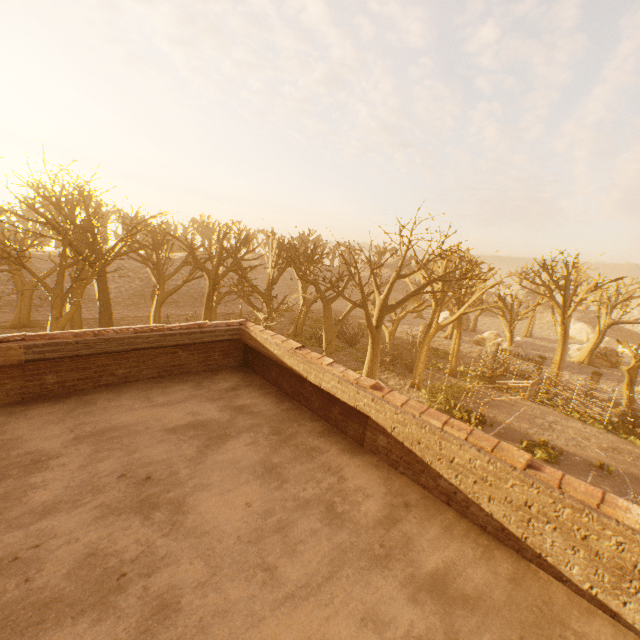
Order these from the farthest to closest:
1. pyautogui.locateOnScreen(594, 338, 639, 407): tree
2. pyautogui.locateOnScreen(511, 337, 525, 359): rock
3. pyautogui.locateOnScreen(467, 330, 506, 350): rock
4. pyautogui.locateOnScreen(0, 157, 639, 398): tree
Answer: pyautogui.locateOnScreen(467, 330, 506, 350): rock
pyautogui.locateOnScreen(511, 337, 525, 359): rock
pyautogui.locateOnScreen(594, 338, 639, 407): tree
pyautogui.locateOnScreen(0, 157, 639, 398): tree

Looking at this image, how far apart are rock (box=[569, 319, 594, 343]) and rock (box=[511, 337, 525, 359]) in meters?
22.4

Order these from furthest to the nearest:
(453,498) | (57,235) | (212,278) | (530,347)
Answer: (530,347) < (212,278) < (57,235) < (453,498)

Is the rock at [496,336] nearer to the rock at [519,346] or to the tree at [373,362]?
the rock at [519,346]

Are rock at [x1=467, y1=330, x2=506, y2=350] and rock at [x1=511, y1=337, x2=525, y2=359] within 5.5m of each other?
yes

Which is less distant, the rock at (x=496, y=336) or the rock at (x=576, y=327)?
the rock at (x=496, y=336)

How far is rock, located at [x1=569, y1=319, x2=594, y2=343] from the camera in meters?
52.6 m

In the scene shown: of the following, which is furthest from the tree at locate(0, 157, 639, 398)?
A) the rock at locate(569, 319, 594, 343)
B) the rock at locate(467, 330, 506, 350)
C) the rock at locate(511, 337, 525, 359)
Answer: the rock at locate(569, 319, 594, 343)
